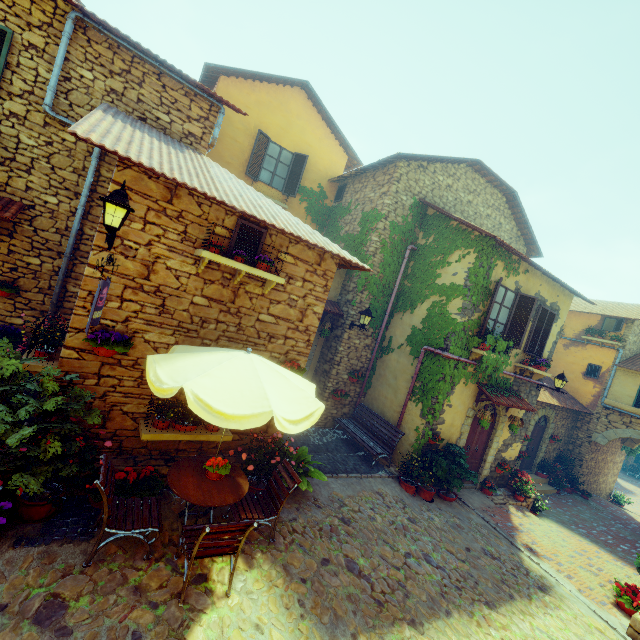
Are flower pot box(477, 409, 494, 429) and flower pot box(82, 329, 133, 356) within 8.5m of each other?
no

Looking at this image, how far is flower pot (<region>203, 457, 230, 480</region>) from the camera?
4.8 meters

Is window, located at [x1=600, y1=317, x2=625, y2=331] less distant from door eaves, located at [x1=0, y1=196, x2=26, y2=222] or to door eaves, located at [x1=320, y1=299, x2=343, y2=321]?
door eaves, located at [x1=320, y1=299, x2=343, y2=321]

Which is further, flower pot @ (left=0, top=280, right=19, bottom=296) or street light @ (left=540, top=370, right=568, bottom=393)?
street light @ (left=540, top=370, right=568, bottom=393)

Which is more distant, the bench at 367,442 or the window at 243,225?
the bench at 367,442

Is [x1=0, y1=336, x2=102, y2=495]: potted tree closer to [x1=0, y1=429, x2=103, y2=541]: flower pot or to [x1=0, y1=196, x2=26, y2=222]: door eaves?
[x1=0, y1=429, x2=103, y2=541]: flower pot

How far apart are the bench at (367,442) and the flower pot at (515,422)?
3.87m

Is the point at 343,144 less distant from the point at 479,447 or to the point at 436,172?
the point at 436,172
